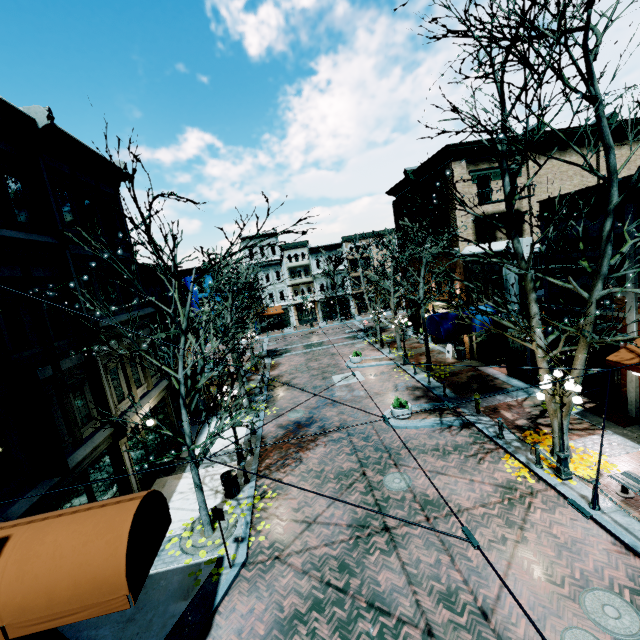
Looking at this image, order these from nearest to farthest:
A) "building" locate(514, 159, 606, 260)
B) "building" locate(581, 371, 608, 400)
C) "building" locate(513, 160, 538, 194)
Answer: "building" locate(514, 159, 606, 260) → "building" locate(581, 371, 608, 400) → "building" locate(513, 160, 538, 194)

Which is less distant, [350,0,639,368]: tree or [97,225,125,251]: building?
[350,0,639,368]: tree

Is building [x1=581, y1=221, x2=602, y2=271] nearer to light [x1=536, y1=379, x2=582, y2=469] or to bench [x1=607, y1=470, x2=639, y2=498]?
bench [x1=607, y1=470, x2=639, y2=498]

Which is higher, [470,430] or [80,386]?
[80,386]

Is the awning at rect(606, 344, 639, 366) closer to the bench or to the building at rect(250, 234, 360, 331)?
the bench

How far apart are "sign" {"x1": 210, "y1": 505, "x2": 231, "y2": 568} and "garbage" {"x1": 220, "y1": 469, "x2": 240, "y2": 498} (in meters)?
2.99

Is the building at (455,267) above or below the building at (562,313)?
above

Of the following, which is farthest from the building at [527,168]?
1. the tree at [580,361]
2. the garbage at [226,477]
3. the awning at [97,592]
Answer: the garbage at [226,477]
